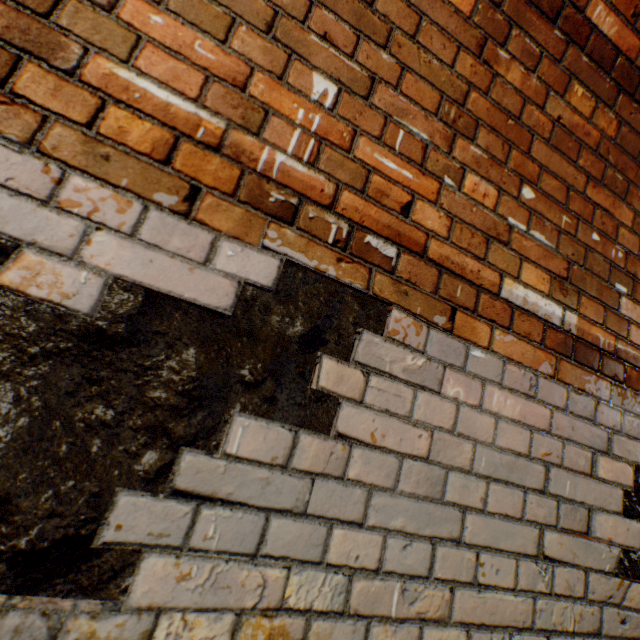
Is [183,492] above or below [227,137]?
below
